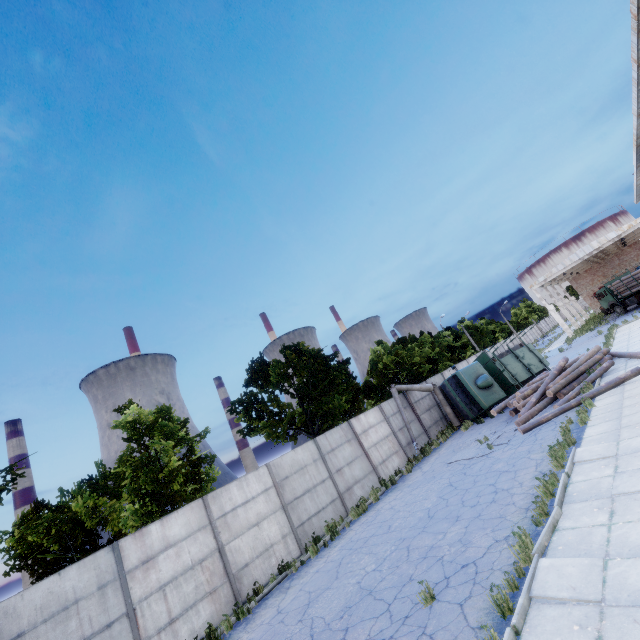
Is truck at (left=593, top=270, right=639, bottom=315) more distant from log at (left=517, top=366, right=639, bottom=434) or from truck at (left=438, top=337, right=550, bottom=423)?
log at (left=517, top=366, right=639, bottom=434)

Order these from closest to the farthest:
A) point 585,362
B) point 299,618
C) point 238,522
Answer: point 299,618, point 238,522, point 585,362

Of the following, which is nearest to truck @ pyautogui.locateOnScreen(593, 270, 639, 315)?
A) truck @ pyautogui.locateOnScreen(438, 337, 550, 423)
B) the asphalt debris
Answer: truck @ pyautogui.locateOnScreen(438, 337, 550, 423)

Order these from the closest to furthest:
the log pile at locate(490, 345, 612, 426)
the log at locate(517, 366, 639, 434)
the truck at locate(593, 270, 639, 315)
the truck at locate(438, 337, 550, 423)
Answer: the log at locate(517, 366, 639, 434) → the log pile at locate(490, 345, 612, 426) → the truck at locate(438, 337, 550, 423) → the truck at locate(593, 270, 639, 315)

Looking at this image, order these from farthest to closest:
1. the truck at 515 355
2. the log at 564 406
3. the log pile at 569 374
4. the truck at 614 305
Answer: the truck at 614 305
the truck at 515 355
the log pile at 569 374
the log at 564 406

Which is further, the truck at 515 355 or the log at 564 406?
the truck at 515 355

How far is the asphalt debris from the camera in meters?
13.6

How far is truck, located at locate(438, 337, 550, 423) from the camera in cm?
2011
